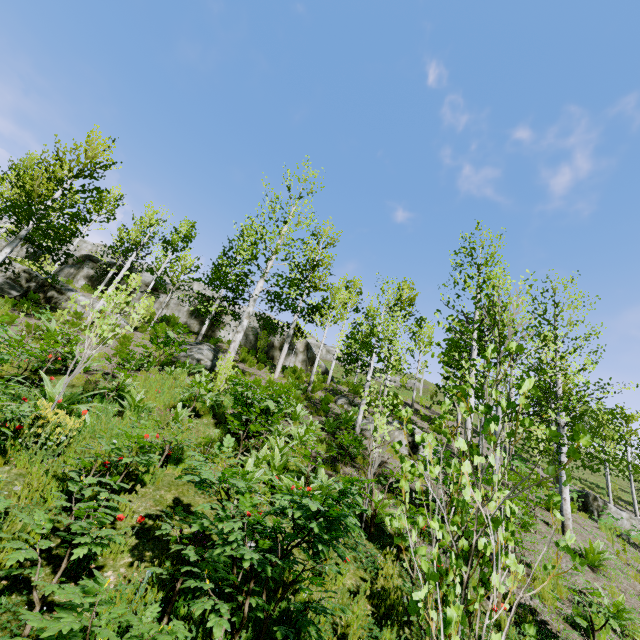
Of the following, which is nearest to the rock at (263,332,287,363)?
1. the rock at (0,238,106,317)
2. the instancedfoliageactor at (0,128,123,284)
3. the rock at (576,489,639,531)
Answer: the instancedfoliageactor at (0,128,123,284)

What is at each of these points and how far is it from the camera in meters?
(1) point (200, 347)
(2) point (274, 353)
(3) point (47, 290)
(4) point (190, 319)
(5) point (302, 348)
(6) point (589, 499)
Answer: (1) rock, 16.2 m
(2) rock, 25.9 m
(3) rock, 17.2 m
(4) rock, 24.2 m
(5) rock, 27.3 m
(6) rock, 15.0 m

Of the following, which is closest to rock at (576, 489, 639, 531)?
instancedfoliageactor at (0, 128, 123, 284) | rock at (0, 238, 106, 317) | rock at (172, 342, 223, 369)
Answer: instancedfoliageactor at (0, 128, 123, 284)

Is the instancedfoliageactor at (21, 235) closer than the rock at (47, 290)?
Yes

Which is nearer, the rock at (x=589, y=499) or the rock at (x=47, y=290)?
the rock at (x=589, y=499)

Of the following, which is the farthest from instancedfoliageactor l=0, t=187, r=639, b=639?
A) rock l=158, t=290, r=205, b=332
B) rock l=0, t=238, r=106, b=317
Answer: rock l=158, t=290, r=205, b=332

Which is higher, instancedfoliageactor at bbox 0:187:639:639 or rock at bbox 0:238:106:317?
rock at bbox 0:238:106:317

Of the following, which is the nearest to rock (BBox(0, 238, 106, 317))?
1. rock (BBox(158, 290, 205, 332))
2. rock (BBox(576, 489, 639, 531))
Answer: rock (BBox(158, 290, 205, 332))
